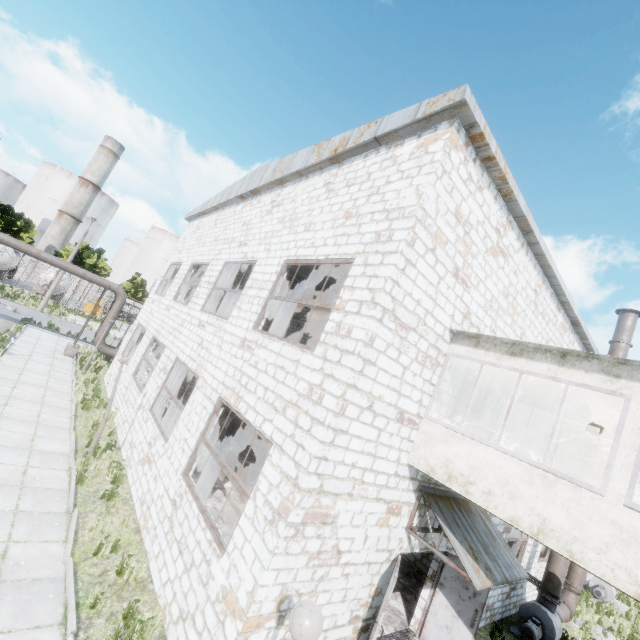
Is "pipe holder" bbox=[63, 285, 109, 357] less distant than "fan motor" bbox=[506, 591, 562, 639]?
No

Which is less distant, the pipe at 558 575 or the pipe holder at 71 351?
the pipe at 558 575

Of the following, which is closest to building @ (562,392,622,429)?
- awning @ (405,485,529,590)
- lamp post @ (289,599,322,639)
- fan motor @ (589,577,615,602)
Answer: awning @ (405,485,529,590)

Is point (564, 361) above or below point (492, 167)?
below

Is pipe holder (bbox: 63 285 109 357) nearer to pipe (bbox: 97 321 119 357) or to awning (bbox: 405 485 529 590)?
pipe (bbox: 97 321 119 357)

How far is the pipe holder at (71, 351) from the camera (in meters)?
20.27

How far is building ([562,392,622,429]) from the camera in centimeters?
741cm

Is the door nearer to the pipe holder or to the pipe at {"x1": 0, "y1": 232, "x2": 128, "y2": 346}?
the pipe at {"x1": 0, "y1": 232, "x2": 128, "y2": 346}
